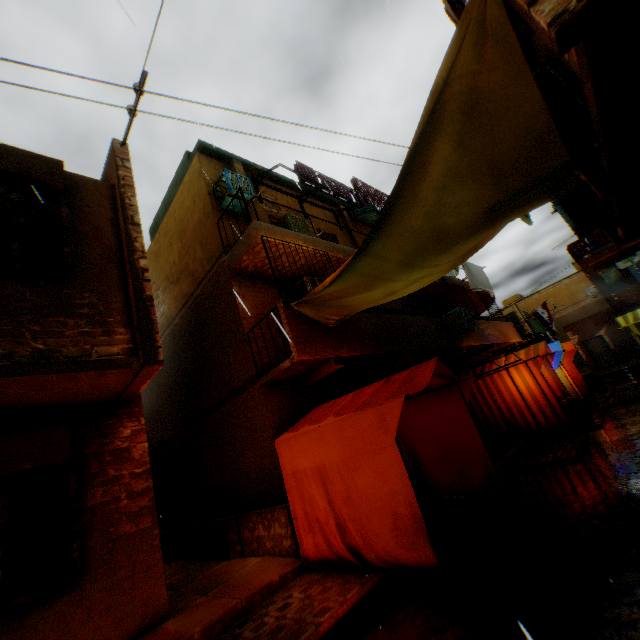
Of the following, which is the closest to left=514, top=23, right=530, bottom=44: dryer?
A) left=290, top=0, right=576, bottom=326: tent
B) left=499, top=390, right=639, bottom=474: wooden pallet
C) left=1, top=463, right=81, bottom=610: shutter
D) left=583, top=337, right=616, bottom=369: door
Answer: left=290, top=0, right=576, bottom=326: tent

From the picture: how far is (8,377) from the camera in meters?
3.8 m

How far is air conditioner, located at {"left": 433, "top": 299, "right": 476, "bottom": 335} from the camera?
11.34m

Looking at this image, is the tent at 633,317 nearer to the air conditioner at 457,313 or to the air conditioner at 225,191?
the air conditioner at 457,313

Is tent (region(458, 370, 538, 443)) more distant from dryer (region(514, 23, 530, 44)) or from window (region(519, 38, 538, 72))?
window (region(519, 38, 538, 72))

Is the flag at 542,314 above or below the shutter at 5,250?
below

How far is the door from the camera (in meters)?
25.01

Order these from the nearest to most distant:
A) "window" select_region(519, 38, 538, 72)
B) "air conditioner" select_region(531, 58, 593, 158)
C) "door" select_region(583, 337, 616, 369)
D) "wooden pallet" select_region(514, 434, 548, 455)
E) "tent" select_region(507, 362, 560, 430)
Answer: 1. "air conditioner" select_region(531, 58, 593, 158)
2. "window" select_region(519, 38, 538, 72)
3. "wooden pallet" select_region(514, 434, 548, 455)
4. "tent" select_region(507, 362, 560, 430)
5. "door" select_region(583, 337, 616, 369)
